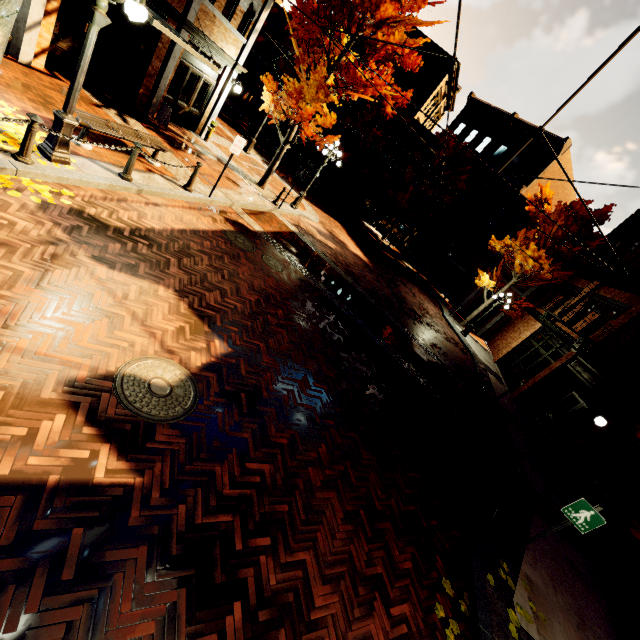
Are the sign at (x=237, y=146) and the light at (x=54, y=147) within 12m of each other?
yes

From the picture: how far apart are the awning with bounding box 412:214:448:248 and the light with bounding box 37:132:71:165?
24.15m

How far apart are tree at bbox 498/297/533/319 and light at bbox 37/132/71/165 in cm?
2286

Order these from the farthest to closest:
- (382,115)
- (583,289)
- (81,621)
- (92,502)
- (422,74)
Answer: (422,74), (382,115), (583,289), (92,502), (81,621)

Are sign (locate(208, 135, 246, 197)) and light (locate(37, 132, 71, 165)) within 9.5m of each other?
yes

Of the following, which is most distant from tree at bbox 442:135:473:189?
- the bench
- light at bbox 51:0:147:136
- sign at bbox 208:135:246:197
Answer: sign at bbox 208:135:246:197

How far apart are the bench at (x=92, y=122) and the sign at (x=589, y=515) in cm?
1129

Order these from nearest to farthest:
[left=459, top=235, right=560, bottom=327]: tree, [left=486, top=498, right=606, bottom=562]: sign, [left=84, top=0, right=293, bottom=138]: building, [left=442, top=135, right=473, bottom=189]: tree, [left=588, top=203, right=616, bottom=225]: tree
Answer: [left=486, top=498, right=606, bottom=562]: sign
[left=84, top=0, right=293, bottom=138]: building
[left=588, top=203, right=616, bottom=225]: tree
[left=459, top=235, right=560, bottom=327]: tree
[left=442, top=135, right=473, bottom=189]: tree
